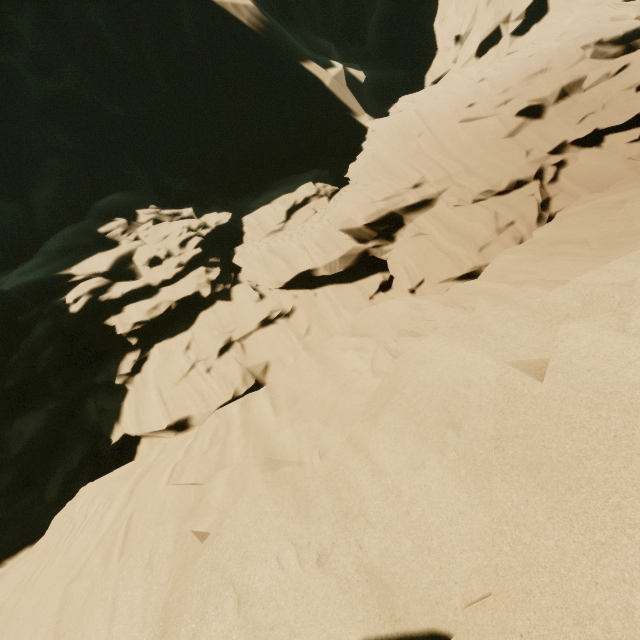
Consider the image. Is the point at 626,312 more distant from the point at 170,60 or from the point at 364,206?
the point at 170,60
